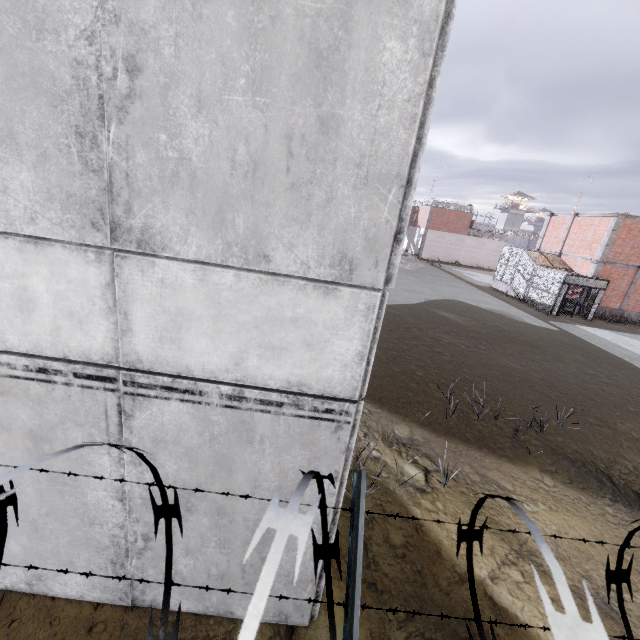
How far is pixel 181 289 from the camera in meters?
2.4 m

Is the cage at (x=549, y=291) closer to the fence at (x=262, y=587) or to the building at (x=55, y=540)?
the fence at (x=262, y=587)

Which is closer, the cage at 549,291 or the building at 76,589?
the building at 76,589

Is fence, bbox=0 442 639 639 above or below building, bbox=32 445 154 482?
above

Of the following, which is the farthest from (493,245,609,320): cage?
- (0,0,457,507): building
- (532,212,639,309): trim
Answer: (0,0,457,507): building

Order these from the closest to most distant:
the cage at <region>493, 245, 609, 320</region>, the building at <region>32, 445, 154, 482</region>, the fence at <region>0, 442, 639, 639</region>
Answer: the fence at <region>0, 442, 639, 639</region>
the building at <region>32, 445, 154, 482</region>
the cage at <region>493, 245, 609, 320</region>

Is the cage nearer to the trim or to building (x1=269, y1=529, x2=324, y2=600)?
the trim

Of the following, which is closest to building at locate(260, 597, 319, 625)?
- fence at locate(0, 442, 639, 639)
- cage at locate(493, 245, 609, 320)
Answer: fence at locate(0, 442, 639, 639)
